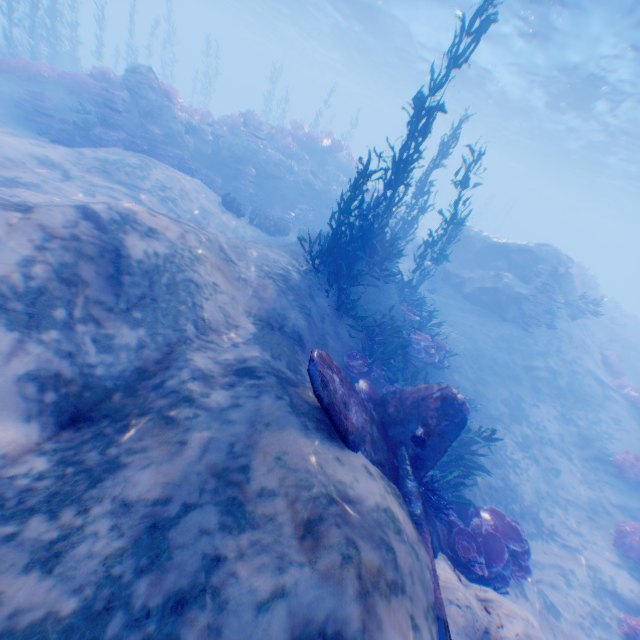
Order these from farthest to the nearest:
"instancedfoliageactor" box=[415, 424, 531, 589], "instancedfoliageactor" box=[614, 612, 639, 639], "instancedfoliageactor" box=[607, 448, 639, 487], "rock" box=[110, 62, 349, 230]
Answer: "rock" box=[110, 62, 349, 230] → "instancedfoliageactor" box=[607, 448, 639, 487] → "instancedfoliageactor" box=[614, 612, 639, 639] → "instancedfoliageactor" box=[415, 424, 531, 589]

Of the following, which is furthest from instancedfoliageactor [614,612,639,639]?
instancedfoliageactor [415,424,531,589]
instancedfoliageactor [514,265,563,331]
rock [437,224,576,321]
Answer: instancedfoliageactor [514,265,563,331]

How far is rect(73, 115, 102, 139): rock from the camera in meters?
11.6

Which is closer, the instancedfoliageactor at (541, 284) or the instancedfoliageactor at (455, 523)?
the instancedfoliageactor at (455, 523)

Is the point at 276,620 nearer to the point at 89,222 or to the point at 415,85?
the point at 89,222

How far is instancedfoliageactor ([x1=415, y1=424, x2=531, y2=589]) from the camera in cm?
570

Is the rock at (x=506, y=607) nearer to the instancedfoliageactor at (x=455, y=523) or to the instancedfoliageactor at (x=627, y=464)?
the instancedfoliageactor at (x=455, y=523)

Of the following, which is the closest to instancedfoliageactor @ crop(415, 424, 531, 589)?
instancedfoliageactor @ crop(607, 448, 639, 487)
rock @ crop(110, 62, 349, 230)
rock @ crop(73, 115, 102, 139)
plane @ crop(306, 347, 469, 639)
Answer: plane @ crop(306, 347, 469, 639)
